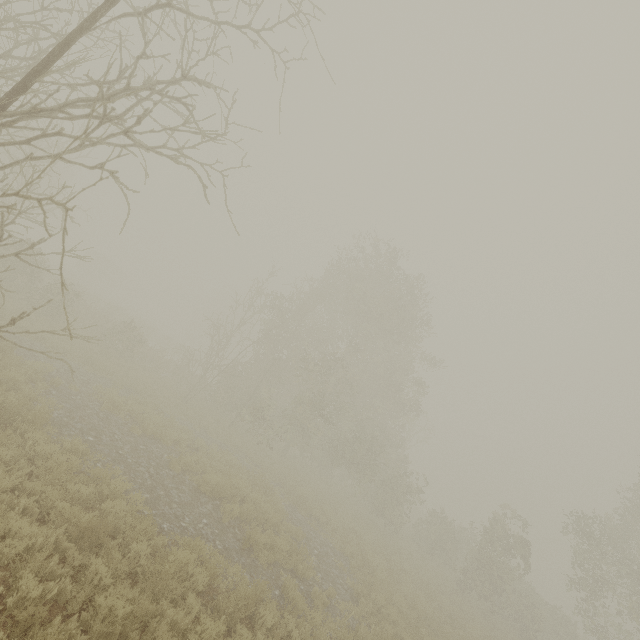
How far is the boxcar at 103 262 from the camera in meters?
50.9

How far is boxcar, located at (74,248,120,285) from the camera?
50.9 meters

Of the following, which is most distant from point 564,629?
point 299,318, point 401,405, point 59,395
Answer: point 59,395
